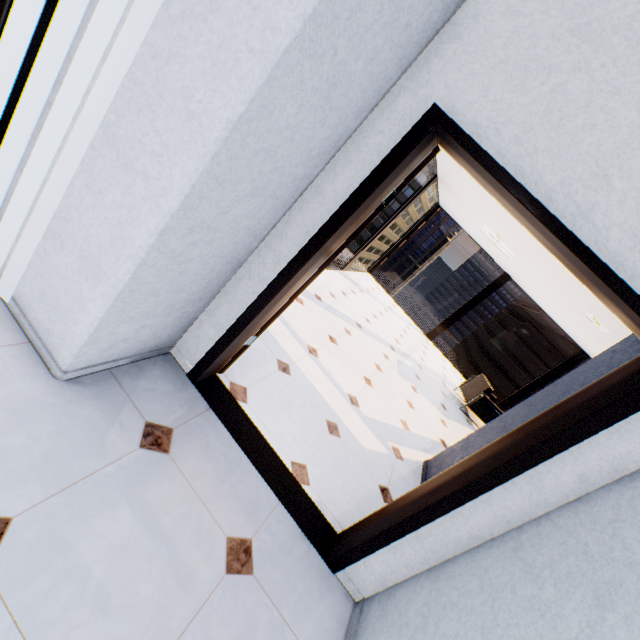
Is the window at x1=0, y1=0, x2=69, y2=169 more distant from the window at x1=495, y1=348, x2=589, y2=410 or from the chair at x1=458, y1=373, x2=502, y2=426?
the window at x1=495, y1=348, x2=589, y2=410

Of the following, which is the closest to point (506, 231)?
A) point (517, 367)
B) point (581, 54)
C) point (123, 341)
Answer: point (581, 54)

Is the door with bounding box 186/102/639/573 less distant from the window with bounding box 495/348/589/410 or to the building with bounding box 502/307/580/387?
the window with bounding box 495/348/589/410

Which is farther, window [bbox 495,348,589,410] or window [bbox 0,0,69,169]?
window [bbox 495,348,589,410]

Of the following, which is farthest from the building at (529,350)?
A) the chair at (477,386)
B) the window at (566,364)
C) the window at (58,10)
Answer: the window at (58,10)

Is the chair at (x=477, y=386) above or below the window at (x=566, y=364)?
below

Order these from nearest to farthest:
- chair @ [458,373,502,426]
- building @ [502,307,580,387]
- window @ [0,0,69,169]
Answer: window @ [0,0,69,169]
chair @ [458,373,502,426]
building @ [502,307,580,387]

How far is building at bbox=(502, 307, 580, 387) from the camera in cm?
5672
